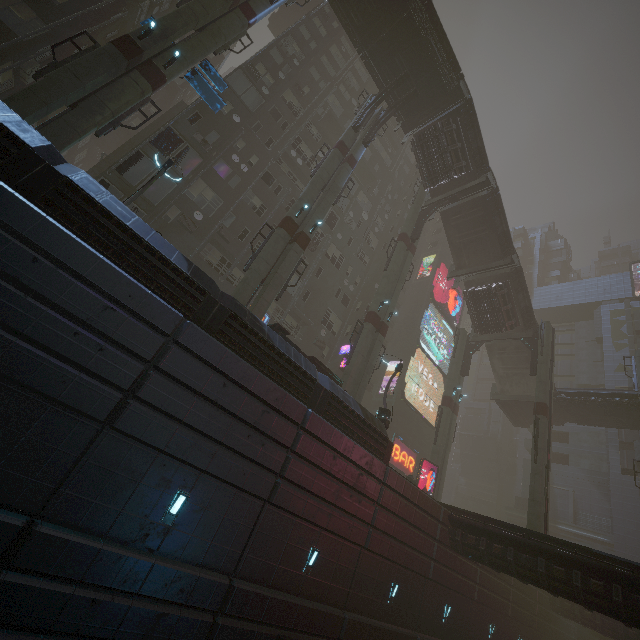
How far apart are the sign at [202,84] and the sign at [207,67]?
0.17m

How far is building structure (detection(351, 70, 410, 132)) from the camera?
24.5m

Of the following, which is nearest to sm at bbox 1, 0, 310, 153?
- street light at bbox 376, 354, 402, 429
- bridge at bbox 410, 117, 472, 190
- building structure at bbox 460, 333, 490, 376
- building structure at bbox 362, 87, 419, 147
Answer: building structure at bbox 362, 87, 419, 147

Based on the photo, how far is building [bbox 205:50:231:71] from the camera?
35.81m

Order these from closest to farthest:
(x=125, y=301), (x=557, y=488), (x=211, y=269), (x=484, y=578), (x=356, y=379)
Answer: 1. (x=125, y=301)
2. (x=484, y=578)
3. (x=356, y=379)
4. (x=211, y=269)
5. (x=557, y=488)

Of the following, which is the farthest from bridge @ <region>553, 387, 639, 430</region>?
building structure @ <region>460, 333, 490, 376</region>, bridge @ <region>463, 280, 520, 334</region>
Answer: bridge @ <region>463, 280, 520, 334</region>

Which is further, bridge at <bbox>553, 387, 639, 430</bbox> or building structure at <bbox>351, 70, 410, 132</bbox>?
bridge at <bbox>553, 387, 639, 430</bbox>

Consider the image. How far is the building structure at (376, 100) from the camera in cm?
2452
